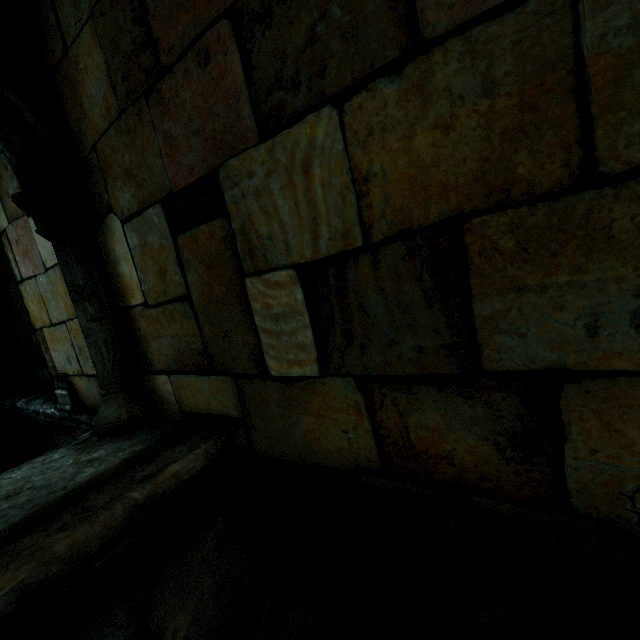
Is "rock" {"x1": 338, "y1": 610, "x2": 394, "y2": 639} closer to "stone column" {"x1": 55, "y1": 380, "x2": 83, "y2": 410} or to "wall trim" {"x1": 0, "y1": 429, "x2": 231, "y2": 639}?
"wall trim" {"x1": 0, "y1": 429, "x2": 231, "y2": 639}

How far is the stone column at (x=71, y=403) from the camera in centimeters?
236cm

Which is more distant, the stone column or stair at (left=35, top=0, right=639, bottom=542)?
the stone column

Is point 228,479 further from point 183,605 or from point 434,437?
point 434,437

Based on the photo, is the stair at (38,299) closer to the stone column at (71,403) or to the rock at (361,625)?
the stone column at (71,403)

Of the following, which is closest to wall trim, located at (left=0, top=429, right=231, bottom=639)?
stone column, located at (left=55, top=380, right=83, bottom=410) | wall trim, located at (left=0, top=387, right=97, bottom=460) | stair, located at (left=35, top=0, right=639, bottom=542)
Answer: stair, located at (left=35, top=0, right=639, bottom=542)

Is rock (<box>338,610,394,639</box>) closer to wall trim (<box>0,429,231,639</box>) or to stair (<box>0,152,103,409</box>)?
wall trim (<box>0,429,231,639</box>)

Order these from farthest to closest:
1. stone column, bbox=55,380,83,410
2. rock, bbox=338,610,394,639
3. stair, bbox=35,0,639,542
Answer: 1. stone column, bbox=55,380,83,410
2. rock, bbox=338,610,394,639
3. stair, bbox=35,0,639,542
